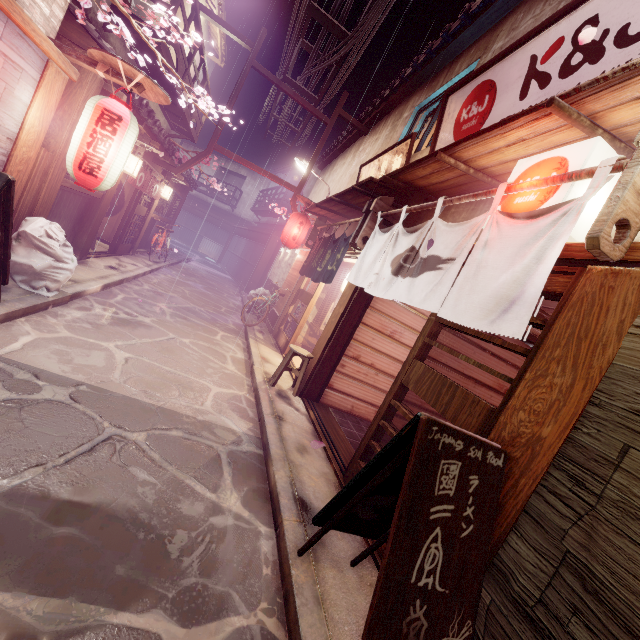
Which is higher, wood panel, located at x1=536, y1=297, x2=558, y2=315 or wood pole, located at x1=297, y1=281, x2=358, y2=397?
wood panel, located at x1=536, y1=297, x2=558, y2=315

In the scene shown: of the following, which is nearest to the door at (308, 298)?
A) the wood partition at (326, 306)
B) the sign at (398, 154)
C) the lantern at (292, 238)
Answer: the wood partition at (326, 306)

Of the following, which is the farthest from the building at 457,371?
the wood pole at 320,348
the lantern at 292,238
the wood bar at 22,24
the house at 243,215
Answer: the house at 243,215

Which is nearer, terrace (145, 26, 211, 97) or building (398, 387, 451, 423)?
building (398, 387, 451, 423)

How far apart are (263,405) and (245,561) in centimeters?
440cm

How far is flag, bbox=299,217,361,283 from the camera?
11.32m

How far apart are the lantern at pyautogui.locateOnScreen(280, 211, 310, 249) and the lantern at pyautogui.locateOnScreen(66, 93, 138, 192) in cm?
1009

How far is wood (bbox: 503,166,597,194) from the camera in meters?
4.0
